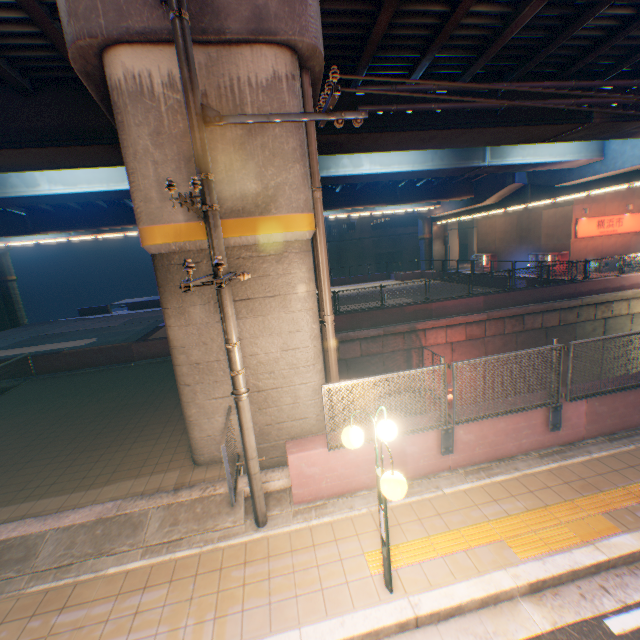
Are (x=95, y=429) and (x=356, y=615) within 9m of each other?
yes

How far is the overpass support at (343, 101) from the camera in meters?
9.8 m

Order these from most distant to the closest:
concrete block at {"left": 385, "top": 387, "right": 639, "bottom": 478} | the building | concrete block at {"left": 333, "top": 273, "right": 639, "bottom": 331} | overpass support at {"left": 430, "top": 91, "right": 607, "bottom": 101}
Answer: the building < concrete block at {"left": 333, "top": 273, "right": 639, "bottom": 331} < overpass support at {"left": 430, "top": 91, "right": 607, "bottom": 101} < concrete block at {"left": 385, "top": 387, "right": 639, "bottom": 478}

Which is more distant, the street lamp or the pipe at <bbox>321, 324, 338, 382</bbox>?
the pipe at <bbox>321, 324, 338, 382</bbox>

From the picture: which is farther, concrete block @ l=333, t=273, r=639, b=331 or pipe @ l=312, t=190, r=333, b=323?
concrete block @ l=333, t=273, r=639, b=331

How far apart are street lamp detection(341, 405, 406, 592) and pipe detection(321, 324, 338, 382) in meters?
3.2 m
